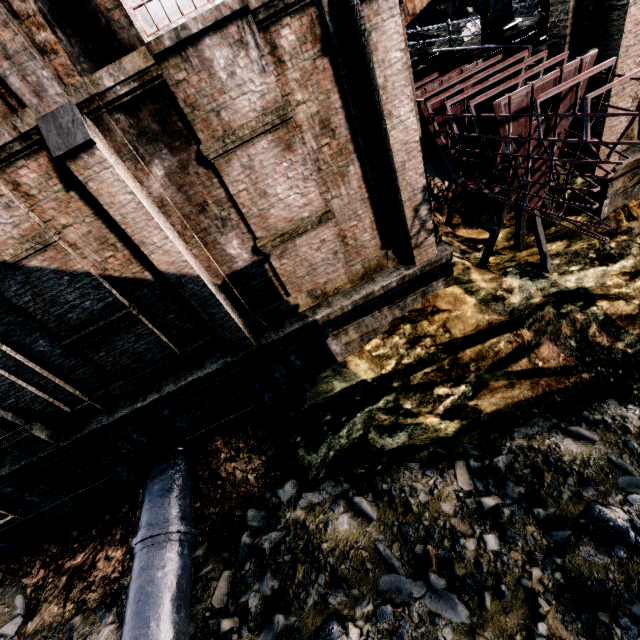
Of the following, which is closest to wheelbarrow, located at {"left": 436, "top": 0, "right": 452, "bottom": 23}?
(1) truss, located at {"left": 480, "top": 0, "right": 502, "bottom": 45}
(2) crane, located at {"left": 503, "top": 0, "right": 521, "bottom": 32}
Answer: (1) truss, located at {"left": 480, "top": 0, "right": 502, "bottom": 45}

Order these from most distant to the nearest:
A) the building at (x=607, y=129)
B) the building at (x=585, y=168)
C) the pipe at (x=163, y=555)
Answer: the building at (x=585, y=168) → the building at (x=607, y=129) → the pipe at (x=163, y=555)

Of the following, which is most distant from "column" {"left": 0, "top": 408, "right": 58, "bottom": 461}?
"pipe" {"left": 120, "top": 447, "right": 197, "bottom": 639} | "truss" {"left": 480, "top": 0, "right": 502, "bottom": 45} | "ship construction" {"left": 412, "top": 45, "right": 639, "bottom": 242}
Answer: "truss" {"left": 480, "top": 0, "right": 502, "bottom": 45}

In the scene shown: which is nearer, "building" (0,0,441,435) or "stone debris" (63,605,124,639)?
"building" (0,0,441,435)

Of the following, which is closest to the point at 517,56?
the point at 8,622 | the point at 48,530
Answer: the point at 48,530

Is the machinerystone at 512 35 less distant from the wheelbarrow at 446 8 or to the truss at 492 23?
the truss at 492 23

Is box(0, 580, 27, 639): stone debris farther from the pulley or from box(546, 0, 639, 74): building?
the pulley
